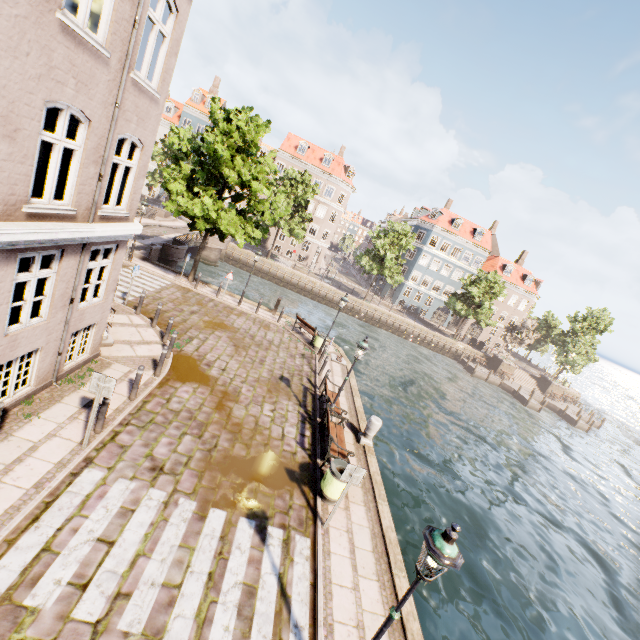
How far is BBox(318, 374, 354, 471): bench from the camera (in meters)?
9.58

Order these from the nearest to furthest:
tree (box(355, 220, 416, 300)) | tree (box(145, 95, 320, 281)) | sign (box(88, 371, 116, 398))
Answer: sign (box(88, 371, 116, 398))
tree (box(145, 95, 320, 281))
tree (box(355, 220, 416, 300))

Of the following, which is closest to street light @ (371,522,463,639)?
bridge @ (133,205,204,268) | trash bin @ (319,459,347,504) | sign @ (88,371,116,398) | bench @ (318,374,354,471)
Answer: trash bin @ (319,459,347,504)

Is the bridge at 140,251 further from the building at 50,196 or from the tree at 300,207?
the building at 50,196

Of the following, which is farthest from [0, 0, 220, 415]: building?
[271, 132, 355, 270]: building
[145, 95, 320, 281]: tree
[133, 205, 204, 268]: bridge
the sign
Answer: [271, 132, 355, 270]: building

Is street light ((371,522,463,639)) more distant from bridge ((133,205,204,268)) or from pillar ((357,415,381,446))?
bridge ((133,205,204,268))

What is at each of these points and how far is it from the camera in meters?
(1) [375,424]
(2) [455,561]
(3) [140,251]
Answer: (1) pillar, 11.6
(2) street light, 3.9
(3) bridge, 21.4

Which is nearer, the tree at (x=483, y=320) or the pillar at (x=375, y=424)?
the pillar at (x=375, y=424)
